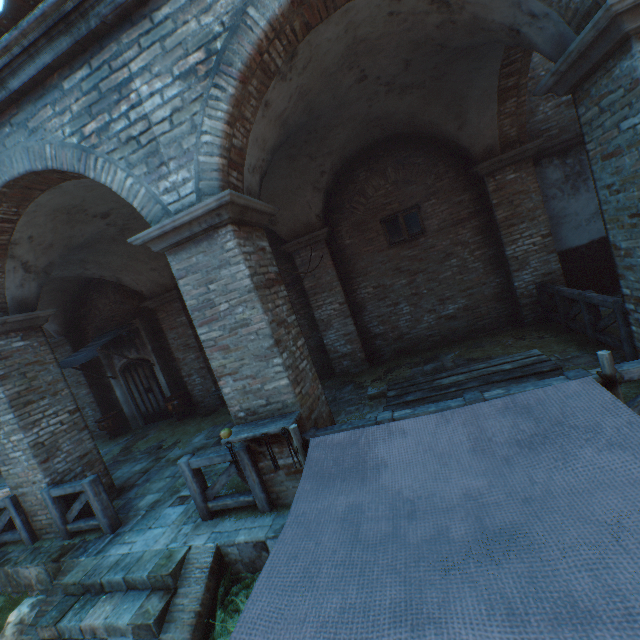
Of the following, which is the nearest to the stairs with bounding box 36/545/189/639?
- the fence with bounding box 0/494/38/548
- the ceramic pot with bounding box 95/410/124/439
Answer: the fence with bounding box 0/494/38/548

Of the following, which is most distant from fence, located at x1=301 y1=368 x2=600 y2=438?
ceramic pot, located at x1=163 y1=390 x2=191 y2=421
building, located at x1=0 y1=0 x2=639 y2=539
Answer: building, located at x1=0 y1=0 x2=639 y2=539

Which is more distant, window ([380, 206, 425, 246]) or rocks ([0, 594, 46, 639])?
window ([380, 206, 425, 246])

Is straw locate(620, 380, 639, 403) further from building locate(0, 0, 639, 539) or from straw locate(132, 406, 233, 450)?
building locate(0, 0, 639, 539)

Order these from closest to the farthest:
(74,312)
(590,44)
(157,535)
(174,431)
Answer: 1. (590,44)
2. (157,535)
3. (174,431)
4. (74,312)

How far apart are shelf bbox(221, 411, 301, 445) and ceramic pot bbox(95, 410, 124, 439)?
9.40m

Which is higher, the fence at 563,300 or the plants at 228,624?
the fence at 563,300

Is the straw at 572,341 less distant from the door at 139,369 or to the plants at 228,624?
the plants at 228,624
